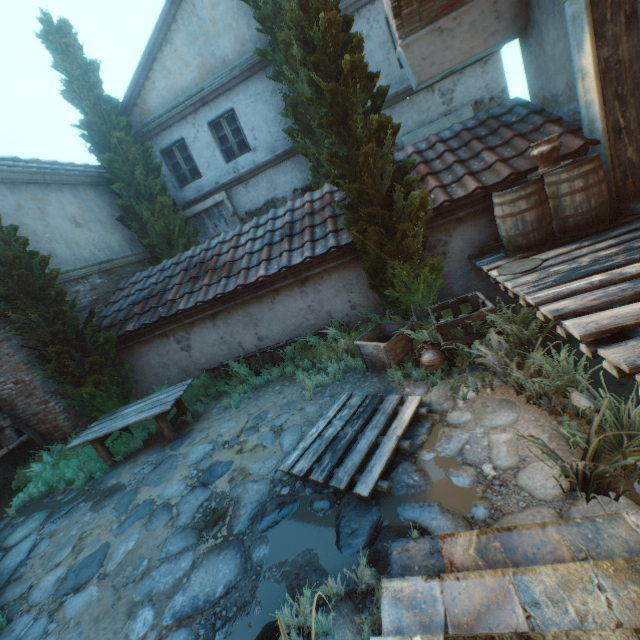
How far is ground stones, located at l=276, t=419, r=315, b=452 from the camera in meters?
4.5 m

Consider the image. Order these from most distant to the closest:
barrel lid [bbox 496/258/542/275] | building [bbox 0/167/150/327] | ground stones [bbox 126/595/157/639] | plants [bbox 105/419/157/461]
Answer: building [bbox 0/167/150/327], plants [bbox 105/419/157/461], barrel lid [bbox 496/258/542/275], ground stones [bbox 126/595/157/639]

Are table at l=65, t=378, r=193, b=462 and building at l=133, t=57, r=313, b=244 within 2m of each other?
no

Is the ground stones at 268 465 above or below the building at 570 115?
below

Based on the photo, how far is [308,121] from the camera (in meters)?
8.78

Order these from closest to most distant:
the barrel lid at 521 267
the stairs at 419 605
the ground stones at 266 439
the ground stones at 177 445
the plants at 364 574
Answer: the stairs at 419 605 → the plants at 364 574 → the barrel lid at 521 267 → the ground stones at 266 439 → the ground stones at 177 445

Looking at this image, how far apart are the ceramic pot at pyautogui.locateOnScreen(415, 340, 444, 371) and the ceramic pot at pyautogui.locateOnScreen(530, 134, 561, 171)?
2.9m
